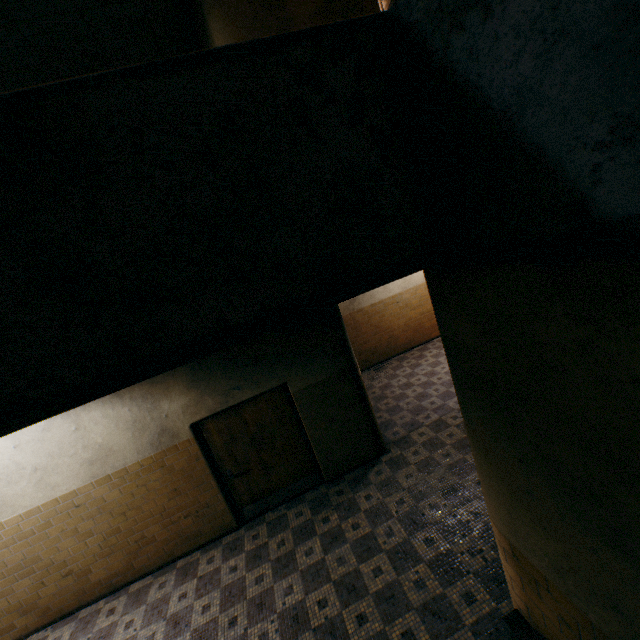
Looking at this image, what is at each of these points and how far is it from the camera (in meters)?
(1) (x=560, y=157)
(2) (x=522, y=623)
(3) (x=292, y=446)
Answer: (1) stairs, 0.87
(2) stairs, 2.35
(3) door, 5.88

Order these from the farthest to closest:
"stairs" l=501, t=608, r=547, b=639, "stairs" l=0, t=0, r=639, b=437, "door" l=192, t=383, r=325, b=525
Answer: "door" l=192, t=383, r=325, b=525 → "stairs" l=501, t=608, r=547, b=639 → "stairs" l=0, t=0, r=639, b=437

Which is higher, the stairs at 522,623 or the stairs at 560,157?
the stairs at 560,157

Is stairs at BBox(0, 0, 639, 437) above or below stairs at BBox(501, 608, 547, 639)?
above

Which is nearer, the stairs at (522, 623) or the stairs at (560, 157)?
the stairs at (560, 157)

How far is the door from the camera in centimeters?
553cm

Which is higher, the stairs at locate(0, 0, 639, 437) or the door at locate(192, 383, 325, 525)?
the stairs at locate(0, 0, 639, 437)

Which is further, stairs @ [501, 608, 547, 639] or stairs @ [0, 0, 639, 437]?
stairs @ [501, 608, 547, 639]
